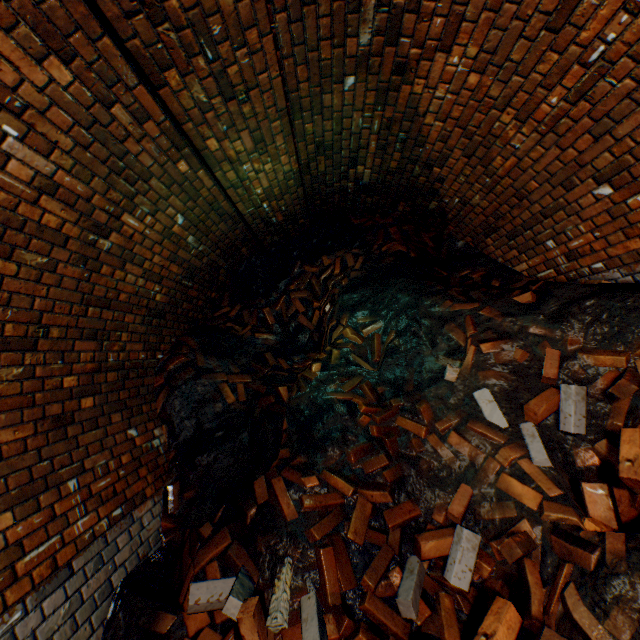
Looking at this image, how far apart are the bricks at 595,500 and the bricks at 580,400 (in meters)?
0.18

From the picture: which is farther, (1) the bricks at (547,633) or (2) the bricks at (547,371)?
(2) the bricks at (547,371)

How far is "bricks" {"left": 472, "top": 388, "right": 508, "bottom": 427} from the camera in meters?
2.4

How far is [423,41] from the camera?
2.2m

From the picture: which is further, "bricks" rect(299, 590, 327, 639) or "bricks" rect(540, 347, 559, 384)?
"bricks" rect(540, 347, 559, 384)

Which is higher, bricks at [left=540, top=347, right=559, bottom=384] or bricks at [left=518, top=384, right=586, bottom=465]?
bricks at [left=540, top=347, right=559, bottom=384]
